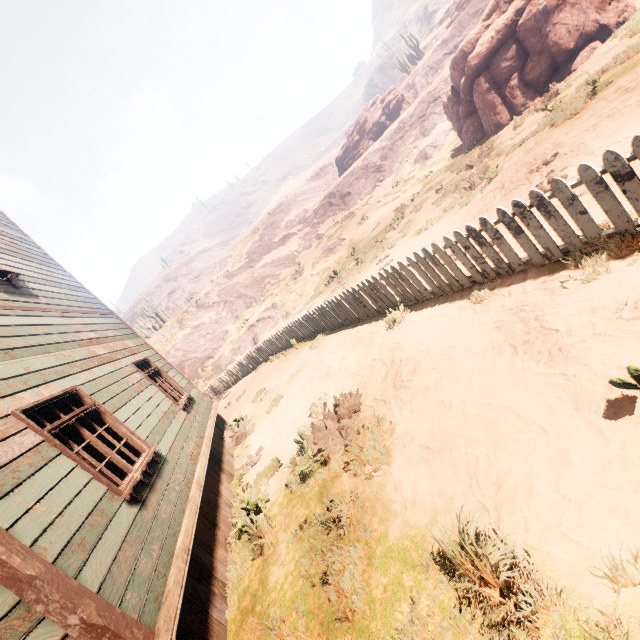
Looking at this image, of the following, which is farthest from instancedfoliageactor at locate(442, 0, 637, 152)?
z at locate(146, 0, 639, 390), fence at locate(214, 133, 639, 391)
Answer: fence at locate(214, 133, 639, 391)

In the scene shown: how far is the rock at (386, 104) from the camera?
42.4m

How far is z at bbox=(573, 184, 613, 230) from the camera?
3.95m

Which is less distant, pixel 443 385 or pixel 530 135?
pixel 443 385

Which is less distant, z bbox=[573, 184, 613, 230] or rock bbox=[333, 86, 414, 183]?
z bbox=[573, 184, 613, 230]

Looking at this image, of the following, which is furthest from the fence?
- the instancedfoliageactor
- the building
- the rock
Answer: the rock

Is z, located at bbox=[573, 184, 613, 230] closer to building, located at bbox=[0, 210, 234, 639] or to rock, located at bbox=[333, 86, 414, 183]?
building, located at bbox=[0, 210, 234, 639]

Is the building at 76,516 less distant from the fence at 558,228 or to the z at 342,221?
the z at 342,221
